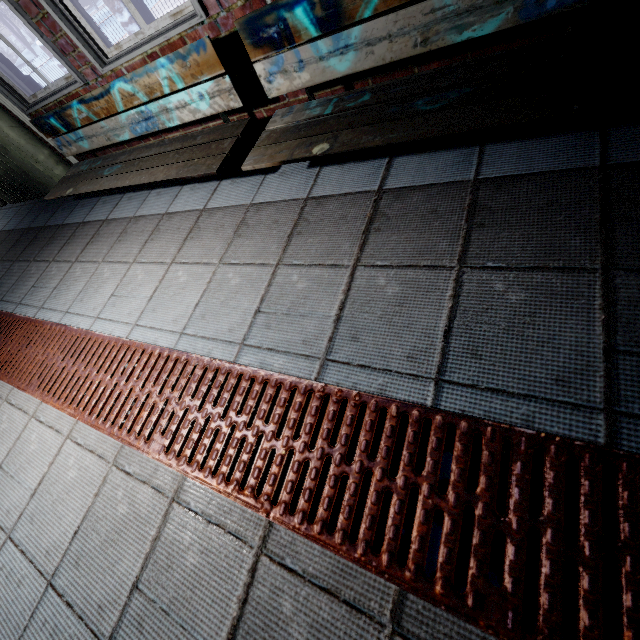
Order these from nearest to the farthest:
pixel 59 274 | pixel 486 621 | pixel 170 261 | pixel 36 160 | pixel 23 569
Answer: pixel 486 621, pixel 23 569, pixel 170 261, pixel 59 274, pixel 36 160

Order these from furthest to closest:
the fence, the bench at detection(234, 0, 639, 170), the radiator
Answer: the fence
the radiator
the bench at detection(234, 0, 639, 170)

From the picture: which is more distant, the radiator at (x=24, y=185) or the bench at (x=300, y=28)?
the radiator at (x=24, y=185)

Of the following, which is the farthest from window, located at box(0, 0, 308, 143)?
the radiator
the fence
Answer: the fence

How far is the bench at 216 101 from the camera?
1.55m

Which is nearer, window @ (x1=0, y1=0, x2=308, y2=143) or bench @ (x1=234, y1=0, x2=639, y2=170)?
bench @ (x1=234, y1=0, x2=639, y2=170)

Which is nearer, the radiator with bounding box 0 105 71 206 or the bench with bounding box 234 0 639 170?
the bench with bounding box 234 0 639 170

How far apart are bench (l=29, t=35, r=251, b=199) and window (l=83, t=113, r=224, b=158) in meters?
0.1 m
